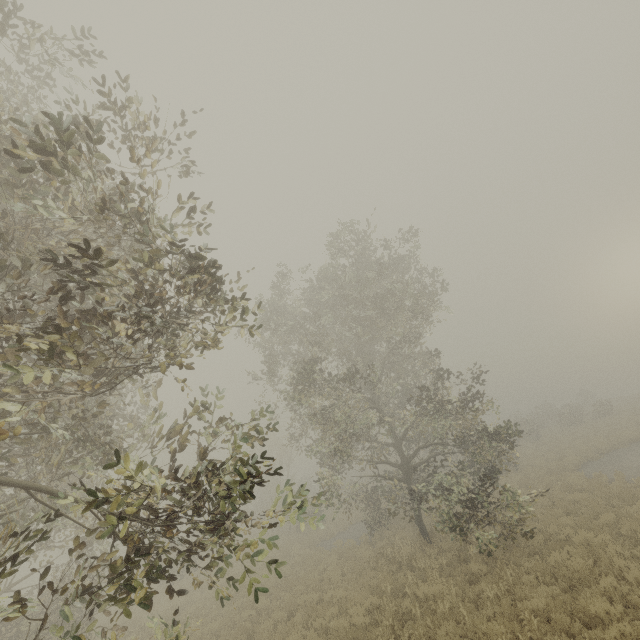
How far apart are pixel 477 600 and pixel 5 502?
12.6m
